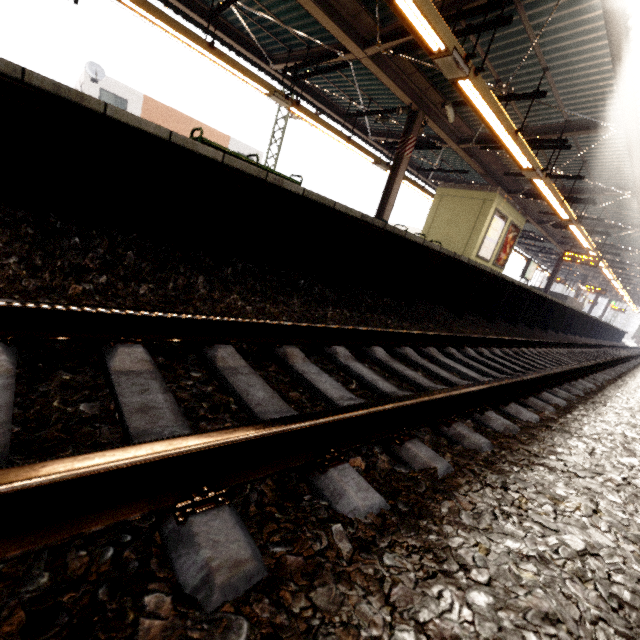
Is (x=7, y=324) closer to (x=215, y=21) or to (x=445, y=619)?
(x=445, y=619)

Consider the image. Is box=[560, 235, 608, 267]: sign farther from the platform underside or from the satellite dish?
the satellite dish

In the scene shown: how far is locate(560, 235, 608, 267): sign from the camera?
15.20m

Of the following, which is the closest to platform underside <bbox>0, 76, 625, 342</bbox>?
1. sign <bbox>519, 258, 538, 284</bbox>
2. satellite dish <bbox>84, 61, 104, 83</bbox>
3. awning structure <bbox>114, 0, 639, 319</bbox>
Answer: awning structure <bbox>114, 0, 639, 319</bbox>

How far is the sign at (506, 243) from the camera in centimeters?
1274cm

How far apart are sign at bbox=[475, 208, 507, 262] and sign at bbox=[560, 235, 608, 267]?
6.4m

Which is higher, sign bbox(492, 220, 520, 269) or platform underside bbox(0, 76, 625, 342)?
sign bbox(492, 220, 520, 269)

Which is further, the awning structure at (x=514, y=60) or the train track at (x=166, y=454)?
the awning structure at (x=514, y=60)
